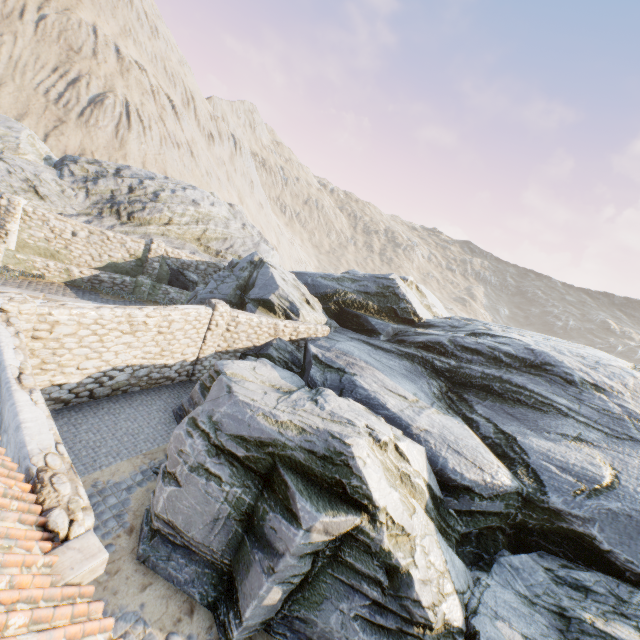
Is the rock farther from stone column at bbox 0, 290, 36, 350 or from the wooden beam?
stone column at bbox 0, 290, 36, 350

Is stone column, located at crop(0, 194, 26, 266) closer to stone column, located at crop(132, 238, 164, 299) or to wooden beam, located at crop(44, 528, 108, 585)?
stone column, located at crop(132, 238, 164, 299)

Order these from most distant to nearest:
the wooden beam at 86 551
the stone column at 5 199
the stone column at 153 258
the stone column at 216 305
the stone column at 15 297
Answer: the stone column at 153 258 → the stone column at 5 199 → the stone column at 216 305 → the stone column at 15 297 → the wooden beam at 86 551

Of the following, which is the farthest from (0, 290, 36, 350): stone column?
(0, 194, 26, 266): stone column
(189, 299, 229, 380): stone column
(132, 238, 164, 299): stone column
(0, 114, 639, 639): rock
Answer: (132, 238, 164, 299): stone column

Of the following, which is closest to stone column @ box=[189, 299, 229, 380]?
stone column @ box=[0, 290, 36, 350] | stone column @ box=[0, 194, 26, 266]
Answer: stone column @ box=[0, 290, 36, 350]

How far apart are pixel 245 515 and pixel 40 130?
51.55m

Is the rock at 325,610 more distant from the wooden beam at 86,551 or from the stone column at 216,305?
Answer: the wooden beam at 86,551

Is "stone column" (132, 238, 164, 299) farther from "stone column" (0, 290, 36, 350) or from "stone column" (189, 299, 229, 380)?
"stone column" (0, 290, 36, 350)
